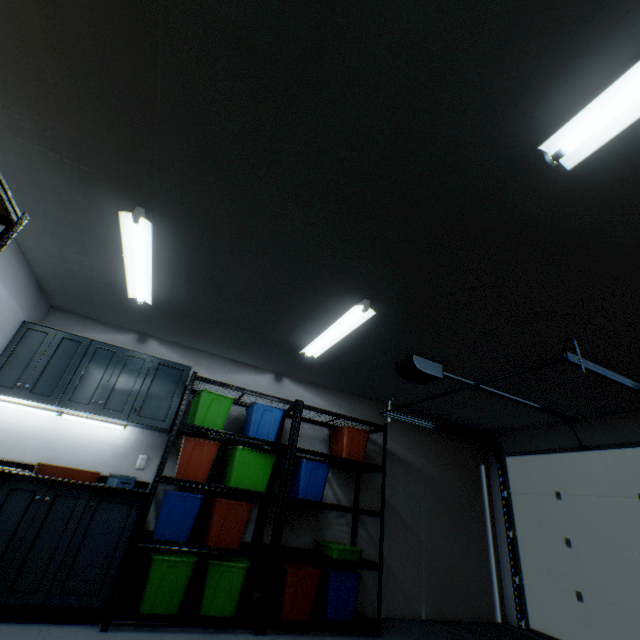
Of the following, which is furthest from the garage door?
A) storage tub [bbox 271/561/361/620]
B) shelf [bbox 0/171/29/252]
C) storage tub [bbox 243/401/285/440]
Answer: shelf [bbox 0/171/29/252]

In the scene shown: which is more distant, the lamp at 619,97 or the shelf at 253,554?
the shelf at 253,554

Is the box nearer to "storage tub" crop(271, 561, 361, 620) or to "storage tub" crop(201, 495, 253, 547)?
"storage tub" crop(201, 495, 253, 547)

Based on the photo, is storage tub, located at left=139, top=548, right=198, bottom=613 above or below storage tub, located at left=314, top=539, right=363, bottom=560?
below

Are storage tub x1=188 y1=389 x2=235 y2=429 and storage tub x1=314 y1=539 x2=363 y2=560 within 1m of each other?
no

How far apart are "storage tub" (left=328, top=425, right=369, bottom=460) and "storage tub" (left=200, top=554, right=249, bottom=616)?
1.4m

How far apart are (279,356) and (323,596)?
2.4m

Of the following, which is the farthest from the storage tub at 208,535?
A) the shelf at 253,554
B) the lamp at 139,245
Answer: the lamp at 139,245
